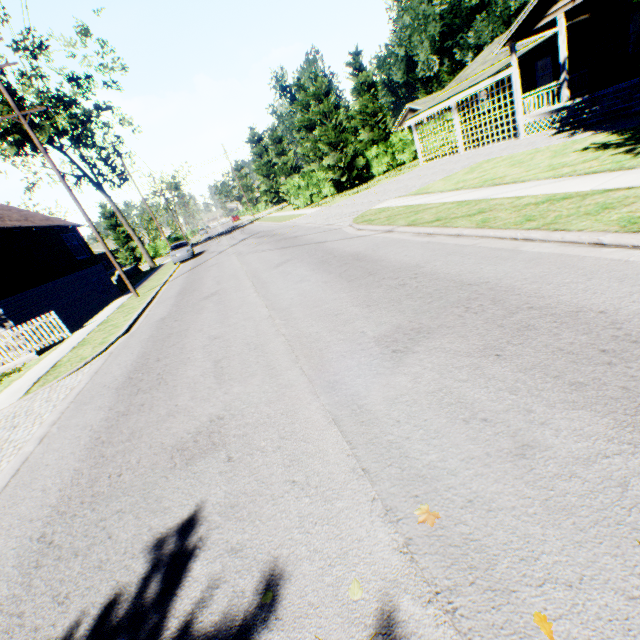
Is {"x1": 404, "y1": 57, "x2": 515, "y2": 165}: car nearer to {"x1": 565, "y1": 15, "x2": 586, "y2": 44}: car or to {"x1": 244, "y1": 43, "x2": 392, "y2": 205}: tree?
{"x1": 565, "y1": 15, "x2": 586, "y2": 44}: car

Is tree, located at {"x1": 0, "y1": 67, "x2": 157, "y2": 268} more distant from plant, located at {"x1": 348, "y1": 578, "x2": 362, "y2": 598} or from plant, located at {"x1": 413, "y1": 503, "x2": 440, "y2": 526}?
plant, located at {"x1": 413, "y1": 503, "x2": 440, "y2": 526}

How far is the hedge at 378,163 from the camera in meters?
33.2 m

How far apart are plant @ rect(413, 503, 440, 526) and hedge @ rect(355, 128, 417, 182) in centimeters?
3546cm

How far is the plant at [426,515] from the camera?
2.1 meters

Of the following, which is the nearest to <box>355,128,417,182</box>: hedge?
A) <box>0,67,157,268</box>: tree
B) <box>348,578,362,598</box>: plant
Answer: <box>0,67,157,268</box>: tree

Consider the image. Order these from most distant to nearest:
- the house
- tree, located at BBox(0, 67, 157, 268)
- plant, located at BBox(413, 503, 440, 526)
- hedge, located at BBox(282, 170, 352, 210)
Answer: hedge, located at BBox(282, 170, 352, 210), tree, located at BBox(0, 67, 157, 268), the house, plant, located at BBox(413, 503, 440, 526)

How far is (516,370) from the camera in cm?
293
